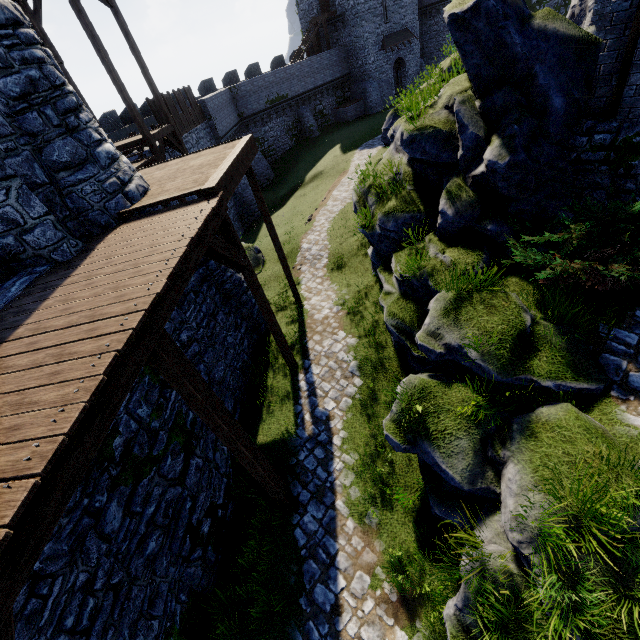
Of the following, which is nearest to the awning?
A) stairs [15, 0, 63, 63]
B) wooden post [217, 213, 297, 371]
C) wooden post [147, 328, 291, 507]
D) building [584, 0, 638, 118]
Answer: building [584, 0, 638, 118]

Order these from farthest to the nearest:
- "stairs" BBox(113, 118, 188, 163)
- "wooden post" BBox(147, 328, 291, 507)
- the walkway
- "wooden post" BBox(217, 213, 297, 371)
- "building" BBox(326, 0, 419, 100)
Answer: "building" BBox(326, 0, 419, 100) < "stairs" BBox(113, 118, 188, 163) < "wooden post" BBox(217, 213, 297, 371) < "wooden post" BBox(147, 328, 291, 507) < the walkway

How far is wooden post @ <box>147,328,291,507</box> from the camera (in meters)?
4.21

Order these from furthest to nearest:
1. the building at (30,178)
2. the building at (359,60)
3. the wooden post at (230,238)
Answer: the building at (359,60) → the wooden post at (230,238) → the building at (30,178)

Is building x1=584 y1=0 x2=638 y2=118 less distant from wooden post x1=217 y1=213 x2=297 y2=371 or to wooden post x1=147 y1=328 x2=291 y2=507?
wooden post x1=217 y1=213 x2=297 y2=371

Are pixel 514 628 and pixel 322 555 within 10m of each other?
yes

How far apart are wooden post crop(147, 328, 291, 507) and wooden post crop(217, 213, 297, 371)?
3.5 meters

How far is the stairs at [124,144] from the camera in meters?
13.9
